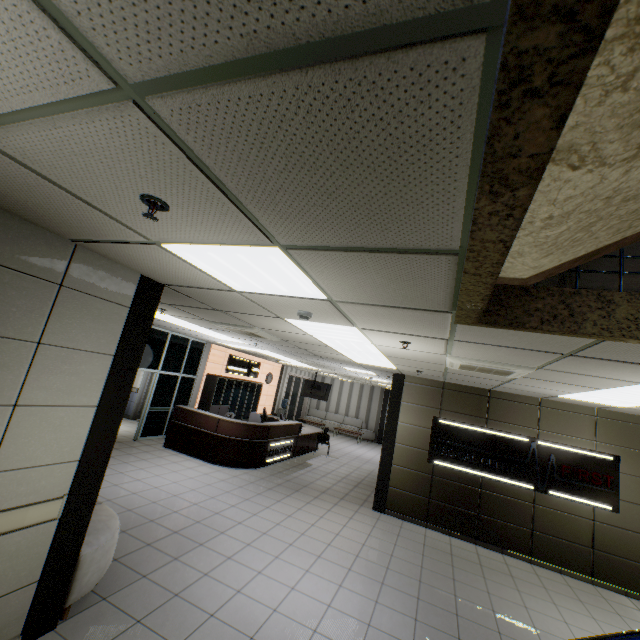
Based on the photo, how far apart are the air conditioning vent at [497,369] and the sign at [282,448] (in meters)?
6.30

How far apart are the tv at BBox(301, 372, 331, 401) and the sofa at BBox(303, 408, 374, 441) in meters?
4.7

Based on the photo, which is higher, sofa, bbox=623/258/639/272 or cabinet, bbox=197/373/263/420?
sofa, bbox=623/258/639/272

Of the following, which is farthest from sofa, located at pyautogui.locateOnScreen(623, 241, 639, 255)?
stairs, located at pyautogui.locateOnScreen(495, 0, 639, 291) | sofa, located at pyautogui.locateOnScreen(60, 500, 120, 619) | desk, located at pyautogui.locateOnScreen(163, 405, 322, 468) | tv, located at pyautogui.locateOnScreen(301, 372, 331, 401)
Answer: tv, located at pyautogui.locateOnScreen(301, 372, 331, 401)

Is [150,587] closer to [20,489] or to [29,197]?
[20,489]

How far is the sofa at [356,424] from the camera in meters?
19.0 m

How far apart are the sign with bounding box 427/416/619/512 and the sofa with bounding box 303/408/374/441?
11.9m

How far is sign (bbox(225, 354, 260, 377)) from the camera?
12.8m
